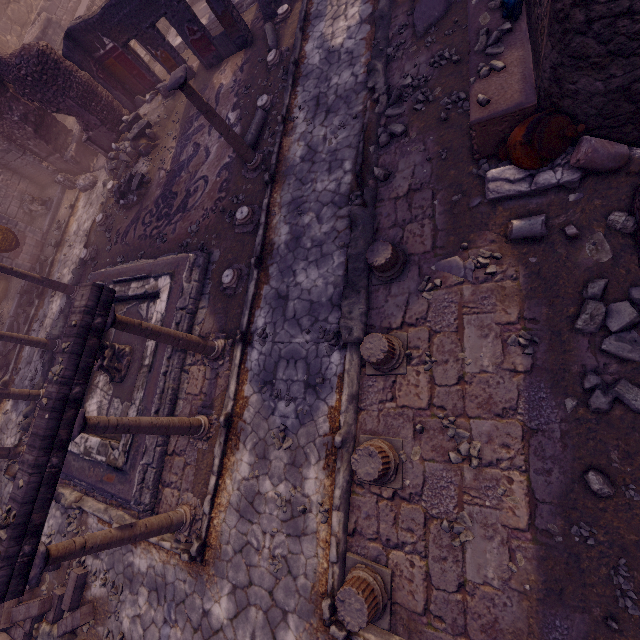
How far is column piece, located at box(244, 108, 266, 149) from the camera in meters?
8.4 m

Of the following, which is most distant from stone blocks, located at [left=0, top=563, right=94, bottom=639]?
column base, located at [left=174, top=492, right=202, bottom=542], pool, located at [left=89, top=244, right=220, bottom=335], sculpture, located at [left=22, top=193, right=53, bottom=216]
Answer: sculpture, located at [left=22, top=193, right=53, bottom=216]

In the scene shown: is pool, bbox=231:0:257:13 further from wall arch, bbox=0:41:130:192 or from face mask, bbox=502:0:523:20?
face mask, bbox=502:0:523:20

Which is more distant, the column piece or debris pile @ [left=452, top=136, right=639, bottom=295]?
the column piece

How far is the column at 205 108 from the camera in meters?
6.2

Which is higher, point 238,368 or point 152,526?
point 152,526

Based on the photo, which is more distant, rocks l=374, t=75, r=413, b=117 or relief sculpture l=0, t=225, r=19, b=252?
relief sculpture l=0, t=225, r=19, b=252

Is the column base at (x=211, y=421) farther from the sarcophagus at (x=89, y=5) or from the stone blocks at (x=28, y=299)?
the sarcophagus at (x=89, y=5)
